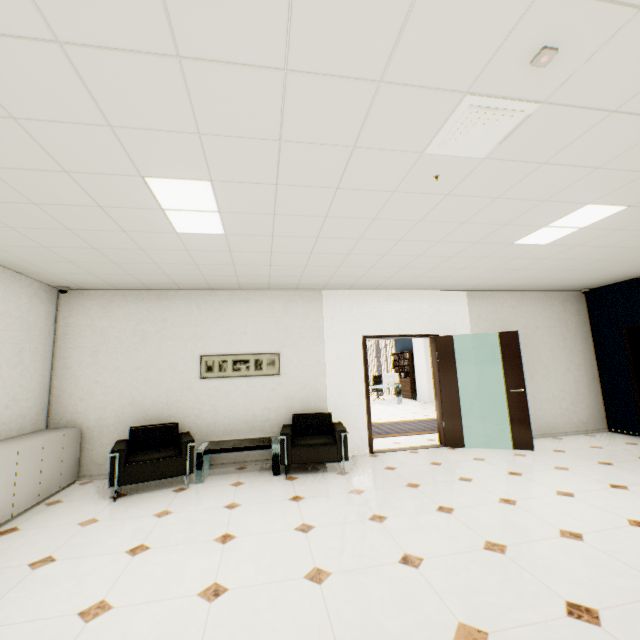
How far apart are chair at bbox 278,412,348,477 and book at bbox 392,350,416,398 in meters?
9.8

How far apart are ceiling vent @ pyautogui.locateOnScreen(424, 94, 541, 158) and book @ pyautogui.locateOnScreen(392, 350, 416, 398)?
13.1m

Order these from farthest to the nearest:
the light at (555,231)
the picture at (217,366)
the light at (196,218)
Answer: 1. the picture at (217,366)
2. the light at (555,231)
3. the light at (196,218)

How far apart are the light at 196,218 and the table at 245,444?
3.1 meters

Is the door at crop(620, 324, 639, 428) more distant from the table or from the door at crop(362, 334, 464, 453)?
the table

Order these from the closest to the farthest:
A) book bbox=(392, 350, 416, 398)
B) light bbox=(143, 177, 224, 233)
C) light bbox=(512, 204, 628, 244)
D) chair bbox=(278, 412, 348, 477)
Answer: light bbox=(143, 177, 224, 233), light bbox=(512, 204, 628, 244), chair bbox=(278, 412, 348, 477), book bbox=(392, 350, 416, 398)

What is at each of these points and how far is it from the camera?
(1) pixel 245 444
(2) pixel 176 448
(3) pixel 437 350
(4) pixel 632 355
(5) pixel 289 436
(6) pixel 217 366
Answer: (1) table, 4.84m
(2) chair, 4.77m
(3) door, 6.19m
(4) door, 6.21m
(5) chair, 4.73m
(6) picture, 5.50m

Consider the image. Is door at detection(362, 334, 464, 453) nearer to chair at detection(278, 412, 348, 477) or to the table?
chair at detection(278, 412, 348, 477)
